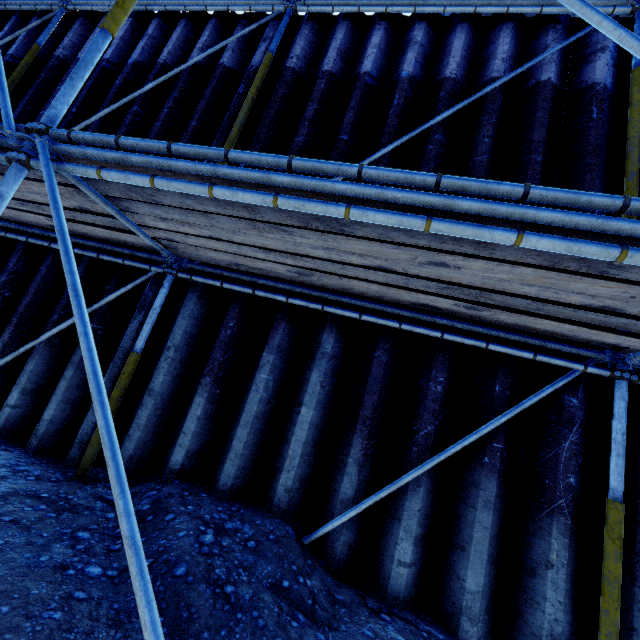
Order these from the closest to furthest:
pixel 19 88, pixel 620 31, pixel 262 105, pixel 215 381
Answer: pixel 620 31
pixel 215 381
pixel 262 105
pixel 19 88
